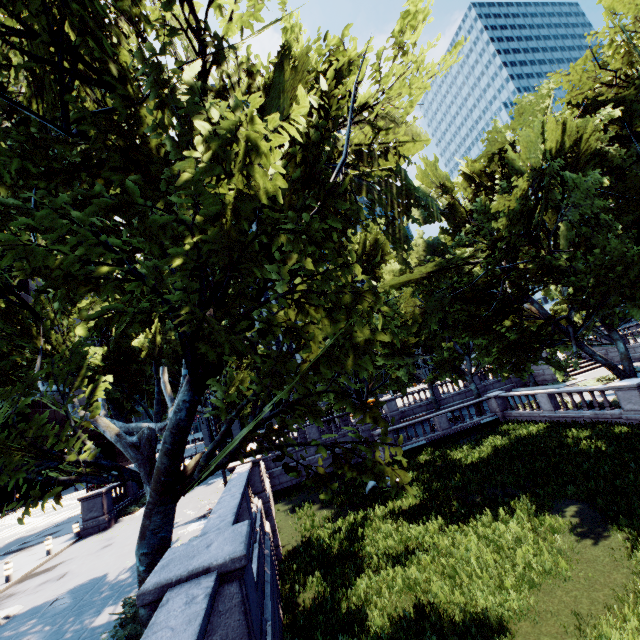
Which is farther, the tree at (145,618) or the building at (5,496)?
the building at (5,496)

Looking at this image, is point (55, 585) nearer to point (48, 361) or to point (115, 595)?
point (115, 595)

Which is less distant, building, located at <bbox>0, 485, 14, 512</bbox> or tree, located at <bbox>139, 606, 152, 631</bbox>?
tree, located at <bbox>139, 606, 152, 631</bbox>

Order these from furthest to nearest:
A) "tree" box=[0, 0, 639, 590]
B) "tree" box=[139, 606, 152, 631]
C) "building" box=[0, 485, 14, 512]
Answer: "building" box=[0, 485, 14, 512], "tree" box=[139, 606, 152, 631], "tree" box=[0, 0, 639, 590]

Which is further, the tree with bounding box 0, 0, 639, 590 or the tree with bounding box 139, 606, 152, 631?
the tree with bounding box 139, 606, 152, 631

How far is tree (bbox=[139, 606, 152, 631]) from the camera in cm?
609

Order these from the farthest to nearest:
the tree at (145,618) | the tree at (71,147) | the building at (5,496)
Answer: the building at (5,496) → the tree at (145,618) → the tree at (71,147)
